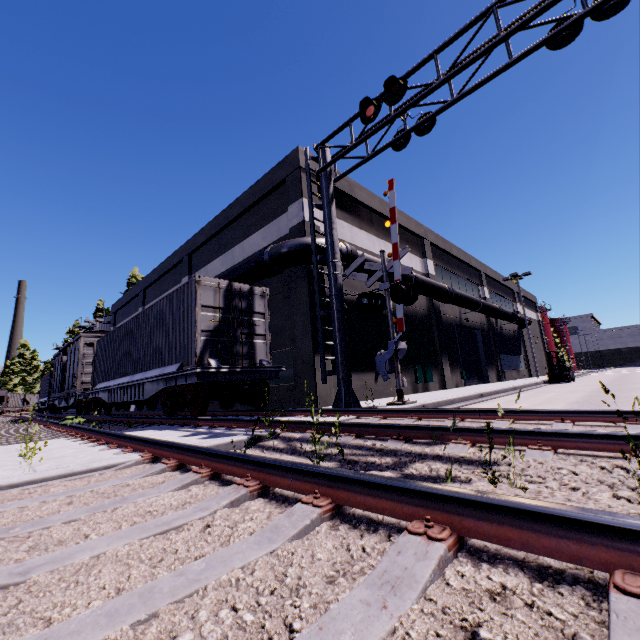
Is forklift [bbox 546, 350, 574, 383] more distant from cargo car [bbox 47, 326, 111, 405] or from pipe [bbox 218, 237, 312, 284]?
cargo car [bbox 47, 326, 111, 405]

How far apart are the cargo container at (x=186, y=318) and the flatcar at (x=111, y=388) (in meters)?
0.01

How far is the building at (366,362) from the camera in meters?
14.0 m

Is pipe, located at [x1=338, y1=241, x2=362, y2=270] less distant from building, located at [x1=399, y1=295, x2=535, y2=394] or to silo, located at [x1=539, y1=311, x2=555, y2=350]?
building, located at [x1=399, y1=295, x2=535, y2=394]

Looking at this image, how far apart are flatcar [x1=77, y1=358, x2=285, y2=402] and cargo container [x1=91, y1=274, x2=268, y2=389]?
0.0 meters

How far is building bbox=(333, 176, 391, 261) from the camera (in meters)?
15.49

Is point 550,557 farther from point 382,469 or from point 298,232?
point 298,232

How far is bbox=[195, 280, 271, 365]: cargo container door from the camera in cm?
901
